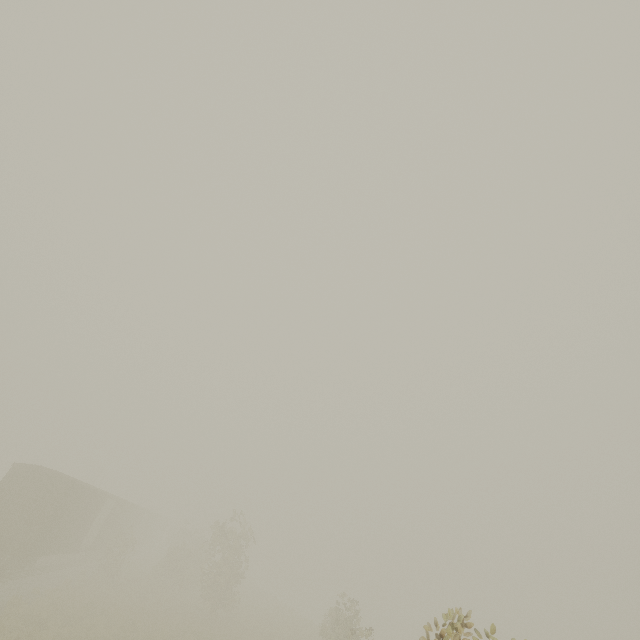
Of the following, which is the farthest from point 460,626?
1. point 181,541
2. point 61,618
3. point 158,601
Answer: → point 181,541
